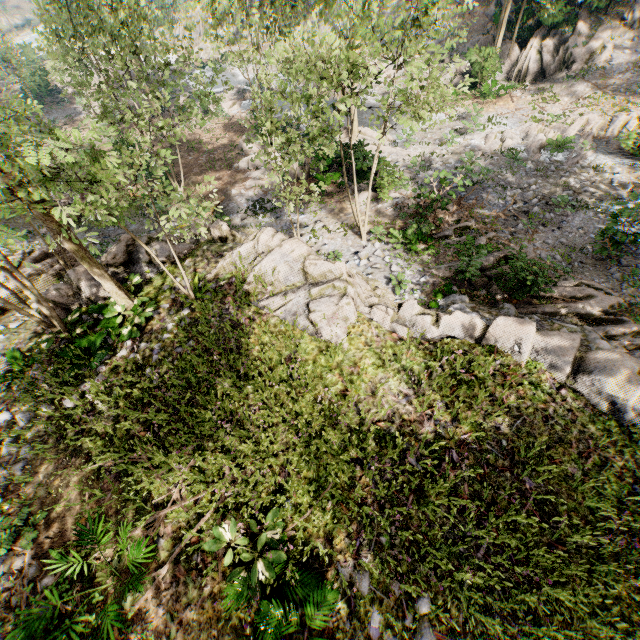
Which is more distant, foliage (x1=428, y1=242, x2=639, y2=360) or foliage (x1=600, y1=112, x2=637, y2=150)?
foliage (x1=600, y1=112, x2=637, y2=150)

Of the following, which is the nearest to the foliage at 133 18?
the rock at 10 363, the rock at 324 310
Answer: the rock at 324 310

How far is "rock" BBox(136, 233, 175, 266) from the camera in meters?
11.8 m

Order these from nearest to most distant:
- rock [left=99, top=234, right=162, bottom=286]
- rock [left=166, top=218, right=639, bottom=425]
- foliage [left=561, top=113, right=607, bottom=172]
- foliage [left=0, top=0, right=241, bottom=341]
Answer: foliage [left=0, top=0, right=241, bottom=341]
rock [left=166, top=218, right=639, bottom=425]
rock [left=99, top=234, right=162, bottom=286]
foliage [left=561, top=113, right=607, bottom=172]

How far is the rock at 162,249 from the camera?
11.8m

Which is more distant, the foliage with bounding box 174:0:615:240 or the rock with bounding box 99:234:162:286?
the rock with bounding box 99:234:162:286

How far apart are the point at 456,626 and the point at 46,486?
8.6 meters

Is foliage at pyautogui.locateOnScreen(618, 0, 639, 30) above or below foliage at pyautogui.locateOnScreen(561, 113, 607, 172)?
above
